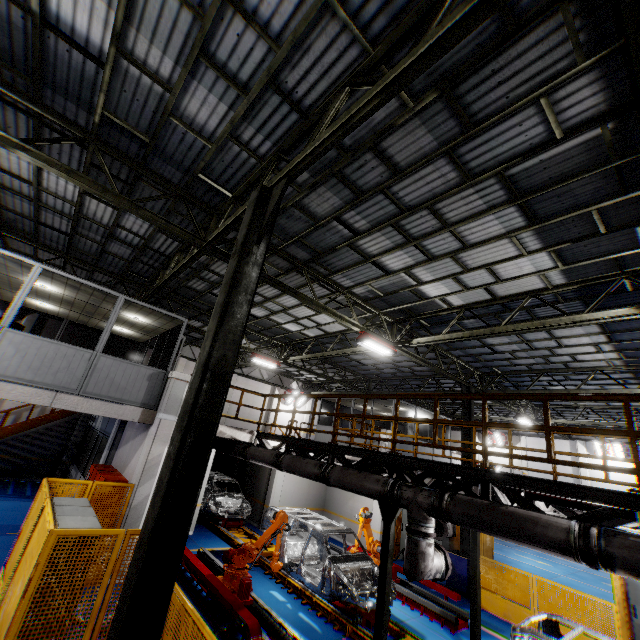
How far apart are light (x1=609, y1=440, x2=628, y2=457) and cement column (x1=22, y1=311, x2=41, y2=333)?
36.7 meters

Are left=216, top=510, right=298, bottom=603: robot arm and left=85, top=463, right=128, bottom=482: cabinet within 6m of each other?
yes

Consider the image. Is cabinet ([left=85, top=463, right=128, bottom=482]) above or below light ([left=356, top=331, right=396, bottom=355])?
below

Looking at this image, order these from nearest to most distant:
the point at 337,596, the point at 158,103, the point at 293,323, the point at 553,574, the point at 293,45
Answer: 1. the point at 293,45
2. the point at 158,103
3. the point at 337,596
4. the point at 293,323
5. the point at 553,574

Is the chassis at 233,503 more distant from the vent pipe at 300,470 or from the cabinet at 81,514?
the cabinet at 81,514

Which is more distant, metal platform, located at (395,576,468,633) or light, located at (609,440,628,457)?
light, located at (609,440,628,457)

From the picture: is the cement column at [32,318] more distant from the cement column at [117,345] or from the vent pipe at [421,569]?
the vent pipe at [421,569]

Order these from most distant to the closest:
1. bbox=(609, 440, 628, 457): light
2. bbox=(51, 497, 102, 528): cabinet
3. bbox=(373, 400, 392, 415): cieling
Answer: bbox=(609, 440, 628, 457): light, bbox=(373, 400, 392, 415): cieling, bbox=(51, 497, 102, 528): cabinet
